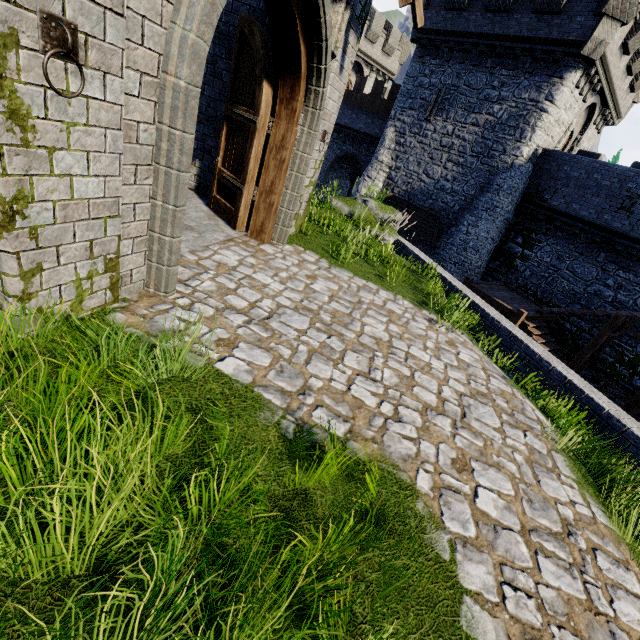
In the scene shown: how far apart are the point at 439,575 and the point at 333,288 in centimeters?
439cm

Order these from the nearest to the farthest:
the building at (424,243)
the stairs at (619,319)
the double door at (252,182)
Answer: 1. the double door at (252,182)
2. the stairs at (619,319)
3. the building at (424,243)

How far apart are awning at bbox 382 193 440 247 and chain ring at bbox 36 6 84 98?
19.68m

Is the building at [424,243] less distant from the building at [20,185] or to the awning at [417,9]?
the building at [20,185]

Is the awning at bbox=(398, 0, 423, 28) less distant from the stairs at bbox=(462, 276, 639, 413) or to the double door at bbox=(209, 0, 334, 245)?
the double door at bbox=(209, 0, 334, 245)

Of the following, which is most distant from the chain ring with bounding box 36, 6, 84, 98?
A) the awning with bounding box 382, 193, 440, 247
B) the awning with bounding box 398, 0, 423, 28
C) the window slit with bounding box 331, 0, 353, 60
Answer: the awning with bounding box 382, 193, 440, 247

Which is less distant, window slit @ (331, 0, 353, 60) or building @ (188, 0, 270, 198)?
window slit @ (331, 0, 353, 60)

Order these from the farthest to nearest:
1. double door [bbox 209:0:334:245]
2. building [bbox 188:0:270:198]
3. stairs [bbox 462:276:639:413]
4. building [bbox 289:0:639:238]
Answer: building [bbox 289:0:639:238], stairs [bbox 462:276:639:413], building [bbox 188:0:270:198], double door [bbox 209:0:334:245]
